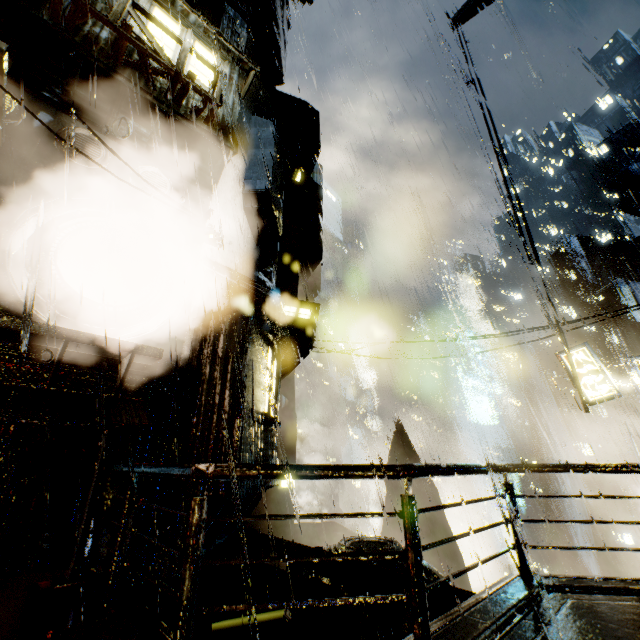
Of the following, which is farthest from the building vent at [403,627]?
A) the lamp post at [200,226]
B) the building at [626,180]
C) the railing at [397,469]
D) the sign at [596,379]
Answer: the building at [626,180]

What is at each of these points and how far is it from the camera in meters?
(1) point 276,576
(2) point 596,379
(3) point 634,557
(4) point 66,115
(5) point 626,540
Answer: (1) building, 5.9 m
(2) sign, 13.0 m
(3) building, 38.5 m
(4) building, 6.7 m
(5) building, 39.3 m

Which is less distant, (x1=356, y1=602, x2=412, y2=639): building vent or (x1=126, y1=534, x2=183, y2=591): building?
(x1=126, y1=534, x2=183, y2=591): building

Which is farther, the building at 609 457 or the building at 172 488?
the building at 609 457

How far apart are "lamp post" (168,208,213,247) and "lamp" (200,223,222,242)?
0.11m

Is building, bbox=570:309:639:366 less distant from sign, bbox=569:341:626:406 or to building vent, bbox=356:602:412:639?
building vent, bbox=356:602:412:639

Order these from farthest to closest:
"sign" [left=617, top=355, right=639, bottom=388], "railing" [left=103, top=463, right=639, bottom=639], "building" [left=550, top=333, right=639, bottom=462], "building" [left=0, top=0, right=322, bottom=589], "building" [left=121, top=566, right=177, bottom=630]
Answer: "building" [left=550, top=333, right=639, bottom=462] < "sign" [left=617, top=355, right=639, bottom=388] < "building" [left=0, top=0, right=322, bottom=589] < "building" [left=121, top=566, right=177, bottom=630] < "railing" [left=103, top=463, right=639, bottom=639]

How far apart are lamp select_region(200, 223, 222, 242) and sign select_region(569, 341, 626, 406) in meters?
14.7 m
